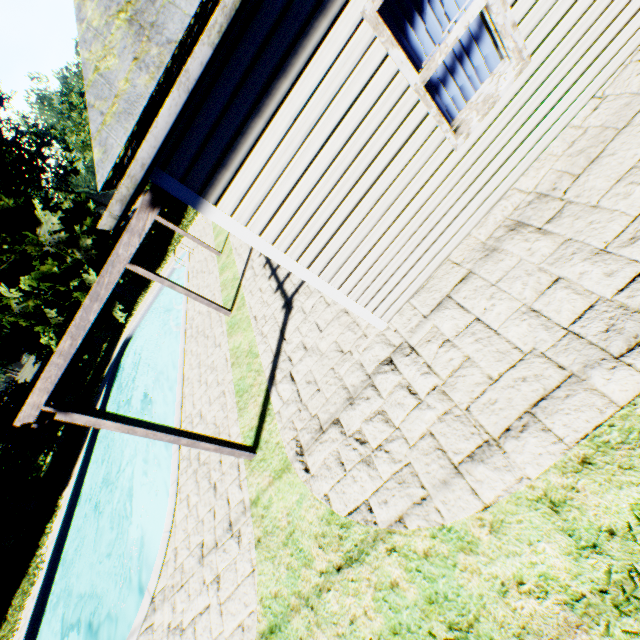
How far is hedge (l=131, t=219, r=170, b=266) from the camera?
32.5 meters

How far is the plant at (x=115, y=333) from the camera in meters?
24.5 m

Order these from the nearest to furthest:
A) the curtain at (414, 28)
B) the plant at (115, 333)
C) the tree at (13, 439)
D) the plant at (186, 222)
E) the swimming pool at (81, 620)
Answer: the curtain at (414, 28) → the swimming pool at (81, 620) → the tree at (13, 439) → the plant at (186, 222) → the plant at (115, 333)

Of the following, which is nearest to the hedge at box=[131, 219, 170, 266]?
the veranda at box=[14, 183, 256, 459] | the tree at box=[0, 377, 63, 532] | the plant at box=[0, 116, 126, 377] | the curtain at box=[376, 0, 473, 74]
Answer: the plant at box=[0, 116, 126, 377]

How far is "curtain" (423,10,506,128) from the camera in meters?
3.2 m

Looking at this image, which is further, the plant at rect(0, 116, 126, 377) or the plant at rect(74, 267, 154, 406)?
the plant at rect(74, 267, 154, 406)

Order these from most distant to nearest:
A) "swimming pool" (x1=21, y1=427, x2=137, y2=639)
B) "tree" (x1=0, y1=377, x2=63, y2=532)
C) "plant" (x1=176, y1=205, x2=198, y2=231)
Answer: "plant" (x1=176, y1=205, x2=198, y2=231), "tree" (x1=0, y1=377, x2=63, y2=532), "swimming pool" (x1=21, y1=427, x2=137, y2=639)

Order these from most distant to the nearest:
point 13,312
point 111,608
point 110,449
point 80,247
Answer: point 80,247, point 13,312, point 110,449, point 111,608
